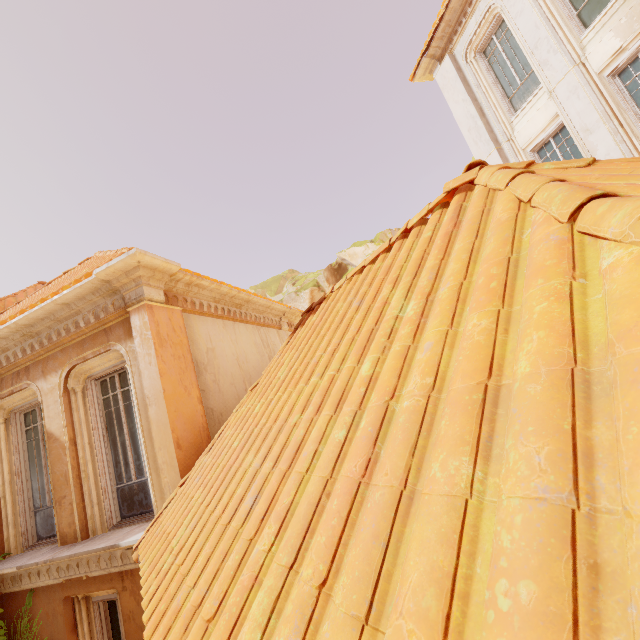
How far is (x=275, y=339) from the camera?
9.5m

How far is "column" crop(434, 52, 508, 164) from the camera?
10.0m

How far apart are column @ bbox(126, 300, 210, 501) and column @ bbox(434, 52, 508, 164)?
9.7m

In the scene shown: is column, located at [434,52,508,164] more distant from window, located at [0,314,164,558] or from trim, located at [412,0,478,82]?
window, located at [0,314,164,558]

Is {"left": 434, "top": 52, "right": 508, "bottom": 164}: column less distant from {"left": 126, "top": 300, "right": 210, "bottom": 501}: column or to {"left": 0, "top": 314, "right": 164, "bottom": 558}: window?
{"left": 126, "top": 300, "right": 210, "bottom": 501}: column

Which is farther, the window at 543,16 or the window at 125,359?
the window at 543,16

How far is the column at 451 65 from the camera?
10.02m

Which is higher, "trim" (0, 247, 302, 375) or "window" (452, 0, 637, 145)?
"window" (452, 0, 637, 145)
